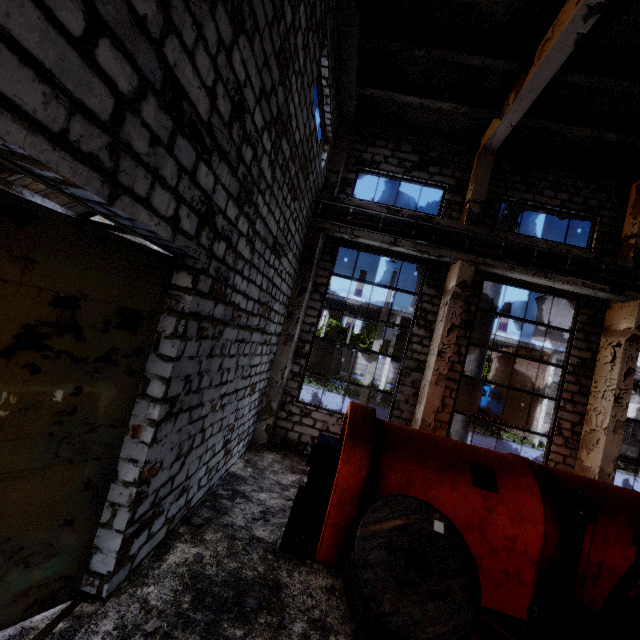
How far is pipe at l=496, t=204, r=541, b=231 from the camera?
10.66m

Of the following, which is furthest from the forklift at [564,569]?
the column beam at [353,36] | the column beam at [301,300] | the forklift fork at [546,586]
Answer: the column beam at [353,36]

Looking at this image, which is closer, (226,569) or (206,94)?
(206,94)

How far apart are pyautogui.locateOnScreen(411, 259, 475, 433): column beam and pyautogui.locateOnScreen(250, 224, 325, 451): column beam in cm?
380

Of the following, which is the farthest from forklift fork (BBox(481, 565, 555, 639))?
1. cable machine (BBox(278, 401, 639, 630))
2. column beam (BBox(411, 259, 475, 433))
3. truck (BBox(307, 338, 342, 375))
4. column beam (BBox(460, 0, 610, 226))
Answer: truck (BBox(307, 338, 342, 375))

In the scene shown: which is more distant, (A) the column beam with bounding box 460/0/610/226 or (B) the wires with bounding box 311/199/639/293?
(B) the wires with bounding box 311/199/639/293

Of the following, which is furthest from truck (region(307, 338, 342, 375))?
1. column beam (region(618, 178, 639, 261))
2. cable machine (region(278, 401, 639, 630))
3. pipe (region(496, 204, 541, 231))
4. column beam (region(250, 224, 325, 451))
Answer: cable machine (region(278, 401, 639, 630))

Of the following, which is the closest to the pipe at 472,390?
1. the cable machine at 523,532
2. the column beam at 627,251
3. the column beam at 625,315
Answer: the column beam at 627,251
